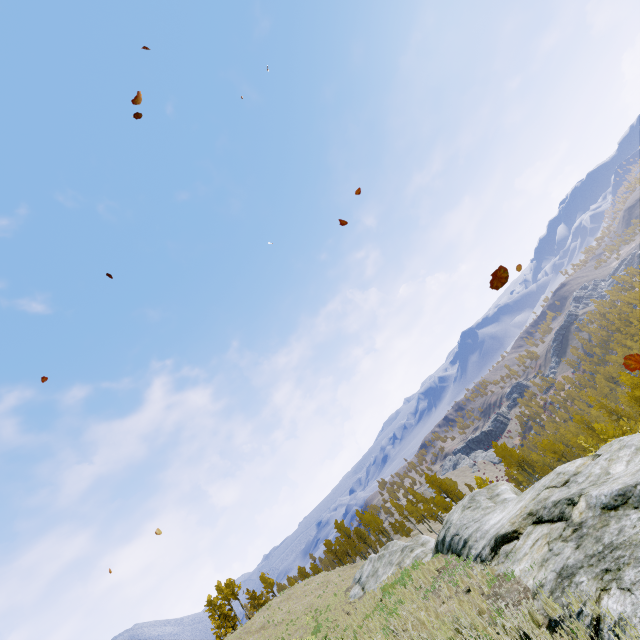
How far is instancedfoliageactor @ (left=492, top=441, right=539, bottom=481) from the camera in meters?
49.2 m

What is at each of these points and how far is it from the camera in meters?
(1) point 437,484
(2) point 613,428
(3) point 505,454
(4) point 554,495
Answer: (1) instancedfoliageactor, 54.3
(2) instancedfoliageactor, 38.5
(3) instancedfoliageactor, 50.7
(4) rock, 7.6

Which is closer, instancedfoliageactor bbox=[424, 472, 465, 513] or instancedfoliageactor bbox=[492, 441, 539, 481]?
instancedfoliageactor bbox=[492, 441, 539, 481]

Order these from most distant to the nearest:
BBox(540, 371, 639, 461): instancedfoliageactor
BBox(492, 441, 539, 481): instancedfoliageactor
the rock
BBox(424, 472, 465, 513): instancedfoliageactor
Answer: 1. BBox(424, 472, 465, 513): instancedfoliageactor
2. BBox(492, 441, 539, 481): instancedfoliageactor
3. BBox(540, 371, 639, 461): instancedfoliageactor
4. the rock

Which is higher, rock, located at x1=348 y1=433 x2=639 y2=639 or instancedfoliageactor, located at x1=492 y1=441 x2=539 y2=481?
rock, located at x1=348 y1=433 x2=639 y2=639

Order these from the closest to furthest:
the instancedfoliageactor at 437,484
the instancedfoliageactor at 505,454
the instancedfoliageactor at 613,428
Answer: the instancedfoliageactor at 613,428
the instancedfoliageactor at 505,454
the instancedfoliageactor at 437,484

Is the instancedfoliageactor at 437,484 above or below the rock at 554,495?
below
